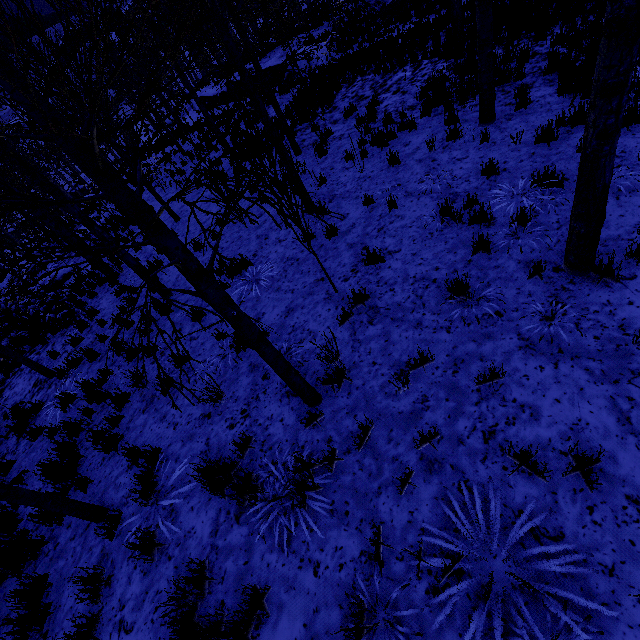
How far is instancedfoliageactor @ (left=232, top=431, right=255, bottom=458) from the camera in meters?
4.0

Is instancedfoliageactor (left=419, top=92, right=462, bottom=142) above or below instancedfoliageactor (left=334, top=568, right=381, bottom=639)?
below

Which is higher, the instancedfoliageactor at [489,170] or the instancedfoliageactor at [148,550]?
the instancedfoliageactor at [148,550]

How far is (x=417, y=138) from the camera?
8.2 meters

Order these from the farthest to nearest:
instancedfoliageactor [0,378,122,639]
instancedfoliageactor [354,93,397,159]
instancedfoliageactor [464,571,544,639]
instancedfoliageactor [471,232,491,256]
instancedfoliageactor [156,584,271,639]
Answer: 1. instancedfoliageactor [354,93,397,159]
2. instancedfoliageactor [471,232,491,256]
3. instancedfoliageactor [0,378,122,639]
4. instancedfoliageactor [156,584,271,639]
5. instancedfoliageactor [464,571,544,639]

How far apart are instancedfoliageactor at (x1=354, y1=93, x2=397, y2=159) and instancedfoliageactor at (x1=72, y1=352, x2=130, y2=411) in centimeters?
843cm

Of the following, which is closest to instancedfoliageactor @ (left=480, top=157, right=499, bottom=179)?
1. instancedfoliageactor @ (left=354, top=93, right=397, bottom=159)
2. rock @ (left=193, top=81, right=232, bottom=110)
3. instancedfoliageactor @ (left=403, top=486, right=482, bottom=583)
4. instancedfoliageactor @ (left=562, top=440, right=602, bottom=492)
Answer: instancedfoliageactor @ (left=562, top=440, right=602, bottom=492)

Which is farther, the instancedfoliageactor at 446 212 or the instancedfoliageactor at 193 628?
the instancedfoliageactor at 446 212
